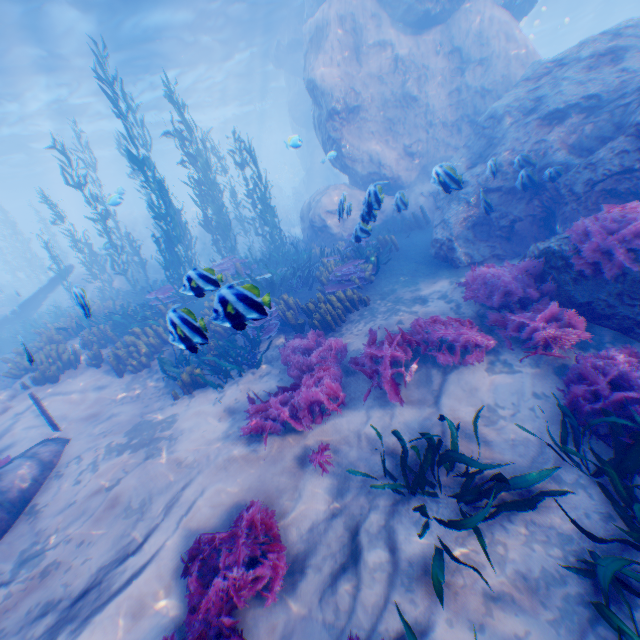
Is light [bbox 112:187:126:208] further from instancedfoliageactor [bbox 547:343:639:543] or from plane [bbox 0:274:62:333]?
plane [bbox 0:274:62:333]

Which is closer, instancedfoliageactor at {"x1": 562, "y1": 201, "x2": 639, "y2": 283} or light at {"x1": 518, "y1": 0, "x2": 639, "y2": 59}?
instancedfoliageactor at {"x1": 562, "y1": 201, "x2": 639, "y2": 283}

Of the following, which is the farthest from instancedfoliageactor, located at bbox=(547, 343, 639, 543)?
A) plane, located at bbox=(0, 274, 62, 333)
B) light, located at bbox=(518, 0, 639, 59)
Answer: light, located at bbox=(518, 0, 639, 59)

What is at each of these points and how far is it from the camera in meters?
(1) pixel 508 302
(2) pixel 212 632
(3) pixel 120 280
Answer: (1) instancedfoliageactor, 5.8 m
(2) instancedfoliageactor, 3.0 m
(3) rock, 17.7 m

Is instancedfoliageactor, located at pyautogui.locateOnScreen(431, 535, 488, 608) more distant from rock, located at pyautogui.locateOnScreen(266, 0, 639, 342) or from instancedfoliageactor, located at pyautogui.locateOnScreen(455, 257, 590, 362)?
rock, located at pyautogui.locateOnScreen(266, 0, 639, 342)

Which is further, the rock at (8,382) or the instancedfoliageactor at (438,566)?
the rock at (8,382)

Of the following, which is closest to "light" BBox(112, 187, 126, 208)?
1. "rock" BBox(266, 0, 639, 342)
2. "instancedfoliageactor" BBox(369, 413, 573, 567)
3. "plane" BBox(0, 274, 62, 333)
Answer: "rock" BBox(266, 0, 639, 342)

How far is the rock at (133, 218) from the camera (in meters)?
21.16
